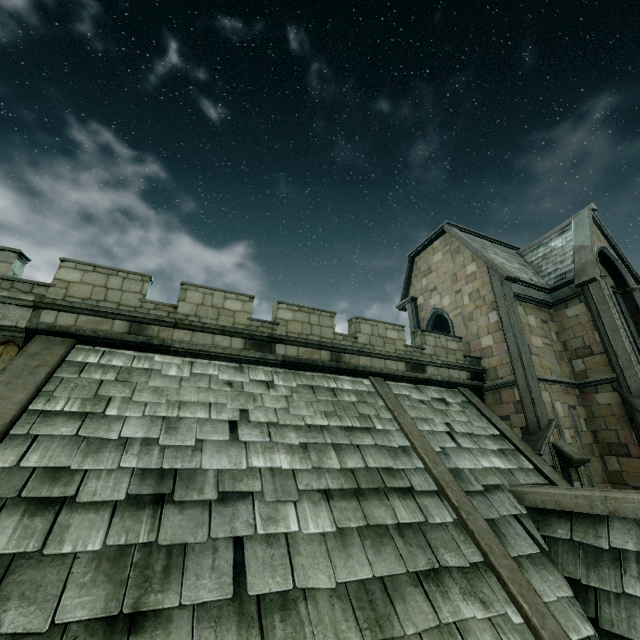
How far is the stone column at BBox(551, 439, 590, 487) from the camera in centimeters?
989cm

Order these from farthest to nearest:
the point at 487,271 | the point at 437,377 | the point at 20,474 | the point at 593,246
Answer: the point at 487,271
the point at 593,246
the point at 437,377
the point at 20,474

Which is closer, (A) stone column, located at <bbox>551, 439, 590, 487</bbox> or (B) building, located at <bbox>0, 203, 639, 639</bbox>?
(B) building, located at <bbox>0, 203, 639, 639</bbox>

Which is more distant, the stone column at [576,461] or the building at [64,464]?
the stone column at [576,461]

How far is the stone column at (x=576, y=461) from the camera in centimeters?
989cm
